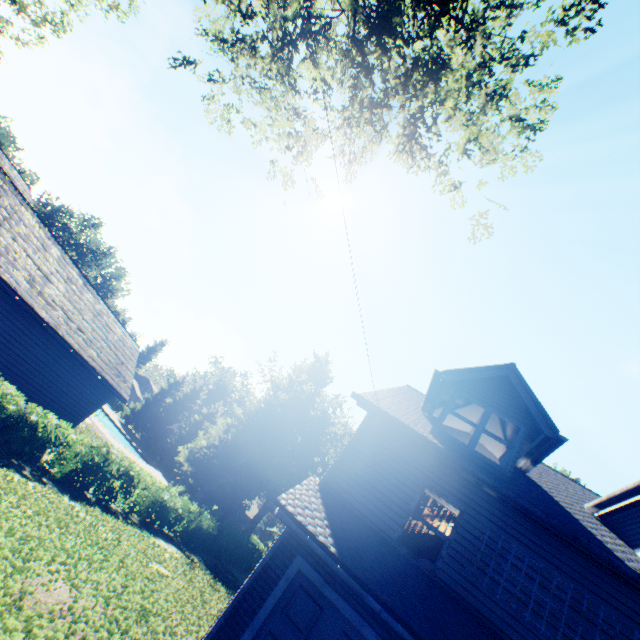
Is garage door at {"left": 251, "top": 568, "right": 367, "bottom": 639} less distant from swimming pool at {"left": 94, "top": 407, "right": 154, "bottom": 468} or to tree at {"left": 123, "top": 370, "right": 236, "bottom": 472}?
tree at {"left": 123, "top": 370, "right": 236, "bottom": 472}

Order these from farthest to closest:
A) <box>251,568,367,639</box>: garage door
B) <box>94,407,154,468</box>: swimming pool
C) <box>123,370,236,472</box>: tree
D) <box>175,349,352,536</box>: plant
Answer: <box>123,370,236,472</box>: tree
<box>175,349,352,536</box>: plant
<box>94,407,154,468</box>: swimming pool
<box>251,568,367,639</box>: garage door

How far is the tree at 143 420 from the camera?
49.0 meters

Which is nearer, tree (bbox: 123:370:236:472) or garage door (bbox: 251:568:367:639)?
garage door (bbox: 251:568:367:639)

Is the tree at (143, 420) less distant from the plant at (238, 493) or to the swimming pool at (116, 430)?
the plant at (238, 493)

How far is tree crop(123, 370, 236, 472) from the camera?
49.0m

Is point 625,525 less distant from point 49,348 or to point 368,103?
point 368,103
